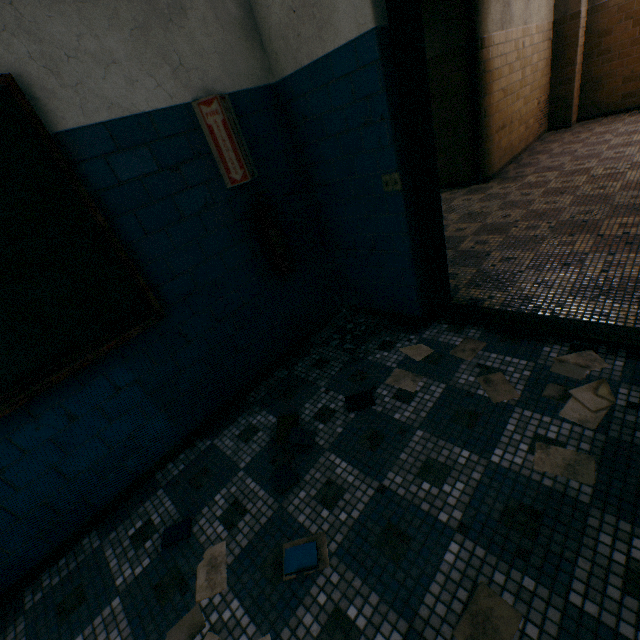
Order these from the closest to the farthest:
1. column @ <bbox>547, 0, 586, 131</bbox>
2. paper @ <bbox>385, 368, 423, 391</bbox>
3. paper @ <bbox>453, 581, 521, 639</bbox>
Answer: paper @ <bbox>453, 581, 521, 639</bbox>, paper @ <bbox>385, 368, 423, 391</bbox>, column @ <bbox>547, 0, 586, 131</bbox>

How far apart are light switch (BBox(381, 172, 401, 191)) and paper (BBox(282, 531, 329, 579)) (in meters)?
2.11

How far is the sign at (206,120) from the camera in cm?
201

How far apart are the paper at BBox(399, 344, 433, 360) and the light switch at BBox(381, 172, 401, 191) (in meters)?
1.20

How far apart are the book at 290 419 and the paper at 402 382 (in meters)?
0.66

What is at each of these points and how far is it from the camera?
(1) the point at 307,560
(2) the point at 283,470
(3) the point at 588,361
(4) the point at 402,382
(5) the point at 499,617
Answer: (1) book, 1.5m
(2) book, 1.9m
(3) paper, 1.9m
(4) paper, 2.2m
(5) paper, 1.2m

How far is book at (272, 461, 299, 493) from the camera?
1.83m

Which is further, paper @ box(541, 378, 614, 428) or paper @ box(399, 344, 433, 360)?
paper @ box(399, 344, 433, 360)
